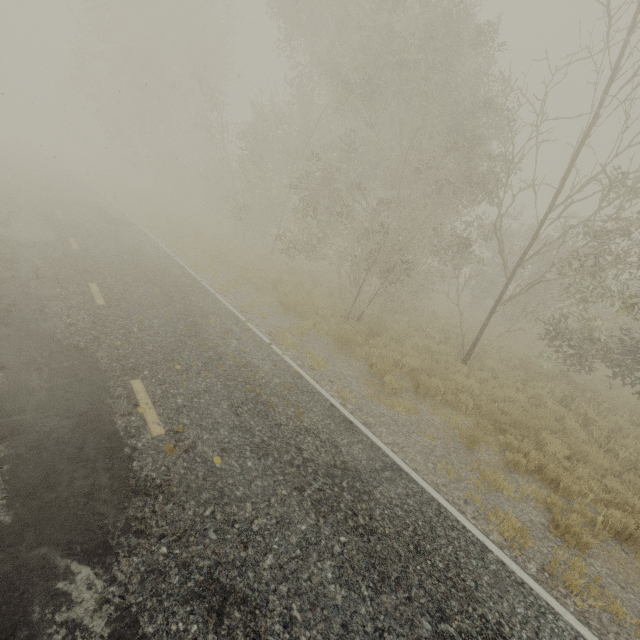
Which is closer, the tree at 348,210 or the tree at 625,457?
the tree at 625,457

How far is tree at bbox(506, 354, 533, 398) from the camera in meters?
10.3 m

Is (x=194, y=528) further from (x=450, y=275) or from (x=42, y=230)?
(x=42, y=230)

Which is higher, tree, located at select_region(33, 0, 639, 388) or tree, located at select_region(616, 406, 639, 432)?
tree, located at select_region(33, 0, 639, 388)

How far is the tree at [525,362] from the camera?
10.3m

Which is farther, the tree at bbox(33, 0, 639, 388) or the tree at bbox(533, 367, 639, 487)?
the tree at bbox(33, 0, 639, 388)
